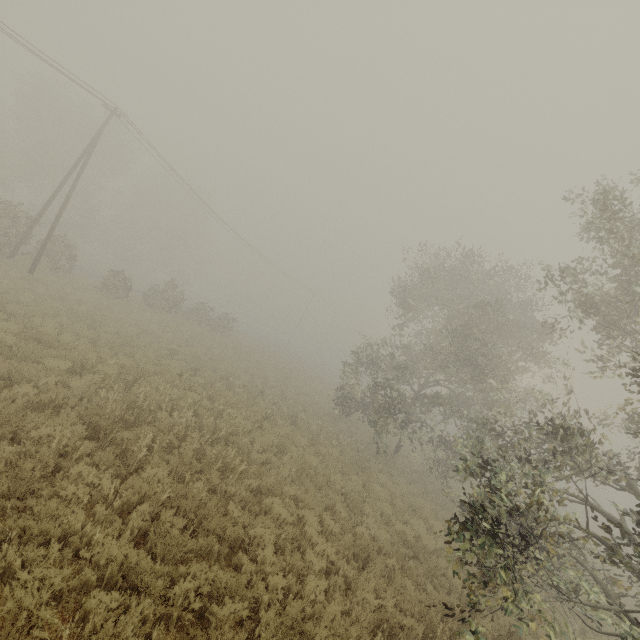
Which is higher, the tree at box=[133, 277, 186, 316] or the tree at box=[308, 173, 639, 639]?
the tree at box=[308, 173, 639, 639]

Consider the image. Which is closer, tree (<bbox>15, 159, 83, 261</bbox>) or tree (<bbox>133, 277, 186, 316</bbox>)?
tree (<bbox>15, 159, 83, 261</bbox>)

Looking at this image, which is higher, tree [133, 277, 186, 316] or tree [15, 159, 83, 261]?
tree [15, 159, 83, 261]

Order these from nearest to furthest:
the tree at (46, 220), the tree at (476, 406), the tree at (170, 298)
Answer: the tree at (476, 406), the tree at (46, 220), the tree at (170, 298)

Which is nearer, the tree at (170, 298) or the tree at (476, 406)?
the tree at (476, 406)

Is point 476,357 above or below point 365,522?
above

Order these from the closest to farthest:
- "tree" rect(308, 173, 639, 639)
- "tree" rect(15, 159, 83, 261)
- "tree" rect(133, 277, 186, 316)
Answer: "tree" rect(308, 173, 639, 639) < "tree" rect(15, 159, 83, 261) < "tree" rect(133, 277, 186, 316)

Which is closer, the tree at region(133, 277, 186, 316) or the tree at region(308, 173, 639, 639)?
the tree at region(308, 173, 639, 639)
